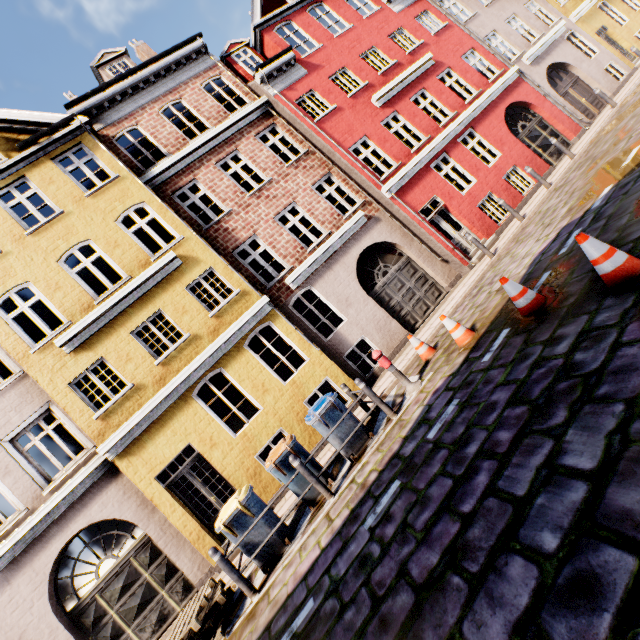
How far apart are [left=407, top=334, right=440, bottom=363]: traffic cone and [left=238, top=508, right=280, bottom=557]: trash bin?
4.71m

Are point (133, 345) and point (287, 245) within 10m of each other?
yes

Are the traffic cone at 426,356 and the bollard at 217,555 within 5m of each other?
no

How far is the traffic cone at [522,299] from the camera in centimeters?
495cm

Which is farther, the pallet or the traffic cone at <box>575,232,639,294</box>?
the pallet

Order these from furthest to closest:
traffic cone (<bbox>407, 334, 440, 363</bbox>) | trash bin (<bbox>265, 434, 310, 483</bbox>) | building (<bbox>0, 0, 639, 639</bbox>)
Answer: building (<bbox>0, 0, 639, 639</bbox>) < traffic cone (<bbox>407, 334, 440, 363</bbox>) < trash bin (<bbox>265, 434, 310, 483</bbox>)

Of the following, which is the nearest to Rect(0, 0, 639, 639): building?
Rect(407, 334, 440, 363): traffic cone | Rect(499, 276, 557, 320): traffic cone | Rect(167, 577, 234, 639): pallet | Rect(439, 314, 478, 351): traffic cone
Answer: Rect(167, 577, 234, 639): pallet

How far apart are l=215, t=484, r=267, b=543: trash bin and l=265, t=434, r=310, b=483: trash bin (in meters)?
0.42
